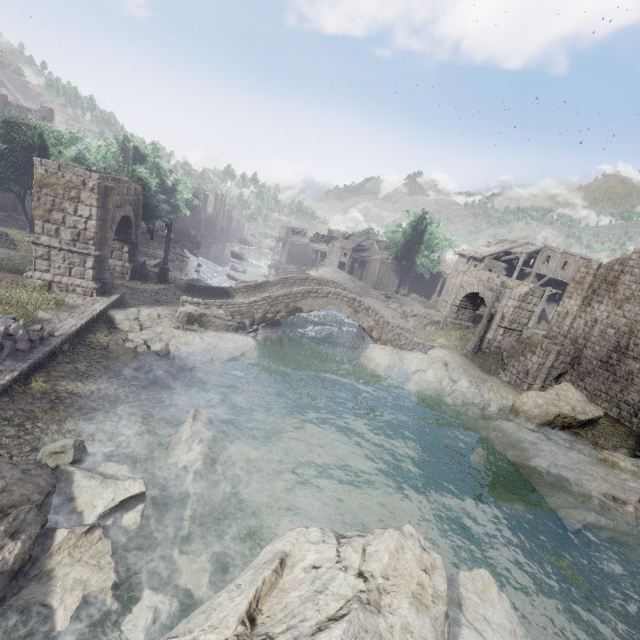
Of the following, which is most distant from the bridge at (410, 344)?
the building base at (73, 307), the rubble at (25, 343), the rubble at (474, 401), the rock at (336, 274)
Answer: the rock at (336, 274)

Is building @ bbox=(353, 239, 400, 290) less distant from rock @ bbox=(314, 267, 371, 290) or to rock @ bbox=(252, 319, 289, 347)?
rock @ bbox=(314, 267, 371, 290)

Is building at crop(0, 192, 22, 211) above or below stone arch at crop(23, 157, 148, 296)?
below

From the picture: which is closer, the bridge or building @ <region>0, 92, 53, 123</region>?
the bridge

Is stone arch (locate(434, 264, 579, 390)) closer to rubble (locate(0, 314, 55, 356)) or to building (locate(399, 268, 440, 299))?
rubble (locate(0, 314, 55, 356))

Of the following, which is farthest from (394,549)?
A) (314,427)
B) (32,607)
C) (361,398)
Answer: (361,398)

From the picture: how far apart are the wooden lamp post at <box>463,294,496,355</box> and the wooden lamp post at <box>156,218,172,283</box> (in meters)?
24.30

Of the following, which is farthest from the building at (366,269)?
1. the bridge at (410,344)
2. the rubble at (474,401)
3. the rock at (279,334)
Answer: the rock at (279,334)
